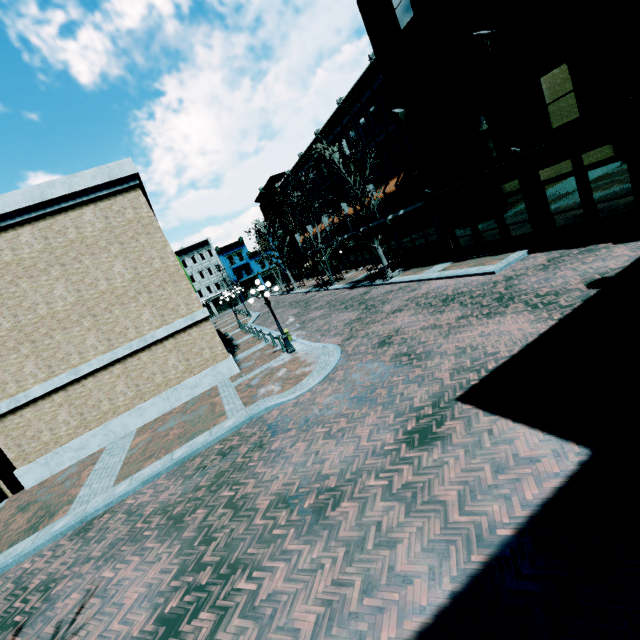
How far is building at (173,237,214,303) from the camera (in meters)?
58.03

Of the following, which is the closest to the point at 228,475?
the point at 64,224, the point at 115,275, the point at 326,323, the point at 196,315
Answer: the point at 196,315

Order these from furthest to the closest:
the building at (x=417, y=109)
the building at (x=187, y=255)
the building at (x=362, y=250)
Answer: the building at (x=187, y=255) → the building at (x=362, y=250) → the building at (x=417, y=109)

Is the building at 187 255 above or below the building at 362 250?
above

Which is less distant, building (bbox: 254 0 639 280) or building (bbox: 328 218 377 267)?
building (bbox: 254 0 639 280)

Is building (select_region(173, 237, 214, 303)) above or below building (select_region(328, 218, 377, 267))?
above

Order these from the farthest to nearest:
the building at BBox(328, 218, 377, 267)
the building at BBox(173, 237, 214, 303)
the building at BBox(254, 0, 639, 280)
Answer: the building at BBox(173, 237, 214, 303) < the building at BBox(328, 218, 377, 267) < the building at BBox(254, 0, 639, 280)

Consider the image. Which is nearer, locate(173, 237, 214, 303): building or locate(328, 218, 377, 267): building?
locate(328, 218, 377, 267): building
